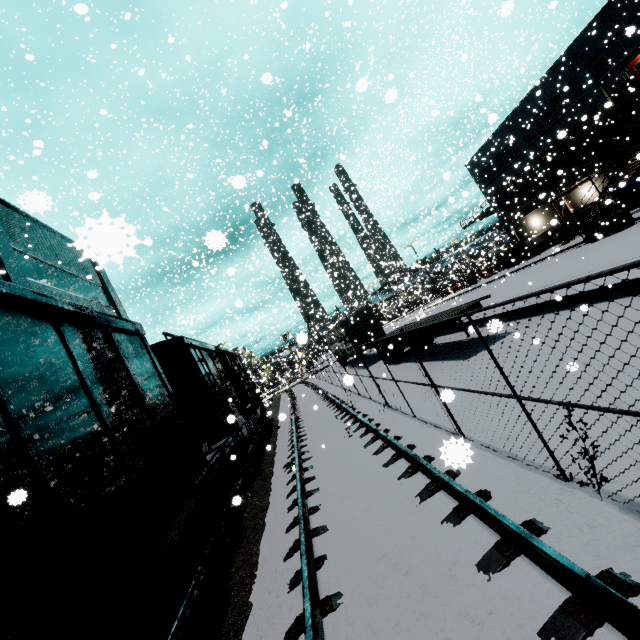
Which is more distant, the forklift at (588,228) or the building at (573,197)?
the building at (573,197)

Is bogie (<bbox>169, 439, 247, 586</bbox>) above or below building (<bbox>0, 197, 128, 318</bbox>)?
below

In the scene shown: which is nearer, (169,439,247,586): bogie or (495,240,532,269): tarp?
(169,439,247,586): bogie

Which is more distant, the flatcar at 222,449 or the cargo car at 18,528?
the flatcar at 222,449

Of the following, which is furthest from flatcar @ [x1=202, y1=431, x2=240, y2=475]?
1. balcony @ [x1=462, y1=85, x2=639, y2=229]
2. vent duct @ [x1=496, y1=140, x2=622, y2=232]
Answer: balcony @ [x1=462, y1=85, x2=639, y2=229]

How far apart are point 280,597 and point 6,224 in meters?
18.0

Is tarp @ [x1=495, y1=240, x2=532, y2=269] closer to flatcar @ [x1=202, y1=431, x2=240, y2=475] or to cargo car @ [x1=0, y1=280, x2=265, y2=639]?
cargo car @ [x1=0, y1=280, x2=265, y2=639]

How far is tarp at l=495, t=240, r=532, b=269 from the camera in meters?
32.1 m
